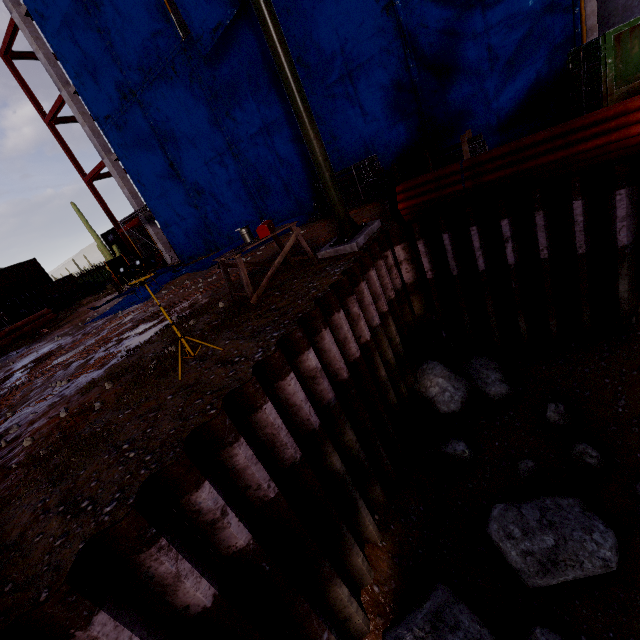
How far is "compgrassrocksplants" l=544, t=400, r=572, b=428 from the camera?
5.5 meters

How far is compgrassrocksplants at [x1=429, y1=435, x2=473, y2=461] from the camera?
6.05m

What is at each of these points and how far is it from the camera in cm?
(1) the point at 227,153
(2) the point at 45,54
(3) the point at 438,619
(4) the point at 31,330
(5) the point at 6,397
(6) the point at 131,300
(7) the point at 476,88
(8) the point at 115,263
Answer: (1) tarp, 1453
(2) concrete column, 1883
(3) compgrassrocksplants, 429
(4) stock, 1812
(5) tire tracks, 777
(6) tarp, 1366
(7) tarp, 935
(8) cabling winch, 1969

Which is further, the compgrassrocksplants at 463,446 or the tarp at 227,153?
the tarp at 227,153

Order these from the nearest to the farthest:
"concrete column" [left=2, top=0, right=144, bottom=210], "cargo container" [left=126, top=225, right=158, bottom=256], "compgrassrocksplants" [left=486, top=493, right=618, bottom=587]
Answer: "compgrassrocksplants" [left=486, top=493, right=618, bottom=587]
"concrete column" [left=2, top=0, right=144, bottom=210]
"cargo container" [left=126, top=225, right=158, bottom=256]

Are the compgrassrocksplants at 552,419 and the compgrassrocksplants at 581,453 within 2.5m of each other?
yes

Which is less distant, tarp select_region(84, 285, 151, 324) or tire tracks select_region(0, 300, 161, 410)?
tire tracks select_region(0, 300, 161, 410)

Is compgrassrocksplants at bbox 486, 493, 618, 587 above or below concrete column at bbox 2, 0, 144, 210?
below
